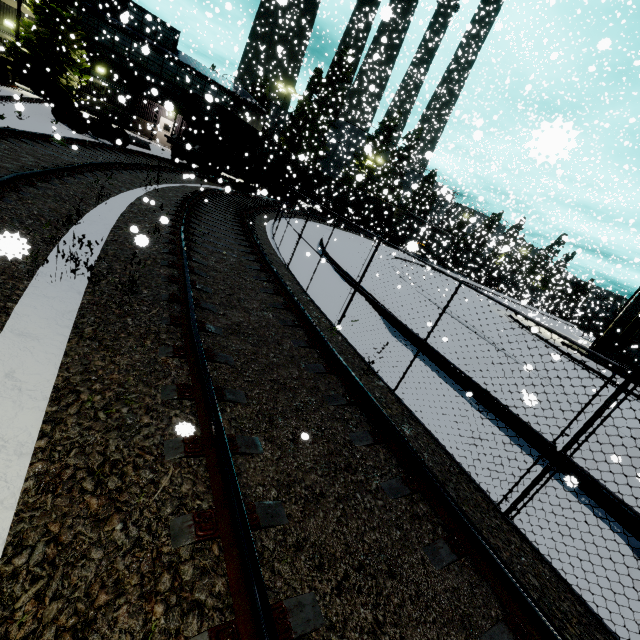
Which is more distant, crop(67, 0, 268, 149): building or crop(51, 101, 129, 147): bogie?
crop(67, 0, 268, 149): building

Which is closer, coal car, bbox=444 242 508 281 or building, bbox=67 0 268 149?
building, bbox=67 0 268 149

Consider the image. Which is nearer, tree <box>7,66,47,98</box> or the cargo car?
tree <box>7,66,47,98</box>

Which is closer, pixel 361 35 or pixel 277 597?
pixel 277 597

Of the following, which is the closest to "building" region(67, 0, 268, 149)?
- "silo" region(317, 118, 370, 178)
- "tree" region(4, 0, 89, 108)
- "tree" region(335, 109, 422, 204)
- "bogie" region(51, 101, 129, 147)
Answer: "tree" region(4, 0, 89, 108)

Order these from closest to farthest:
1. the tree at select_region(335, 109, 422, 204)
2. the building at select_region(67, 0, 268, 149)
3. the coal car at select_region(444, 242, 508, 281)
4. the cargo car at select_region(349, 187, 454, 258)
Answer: the building at select_region(67, 0, 268, 149)
the tree at select_region(335, 109, 422, 204)
the cargo car at select_region(349, 187, 454, 258)
the coal car at select_region(444, 242, 508, 281)

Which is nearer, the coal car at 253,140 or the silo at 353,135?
the coal car at 253,140

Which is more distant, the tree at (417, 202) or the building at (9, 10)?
the tree at (417, 202)
